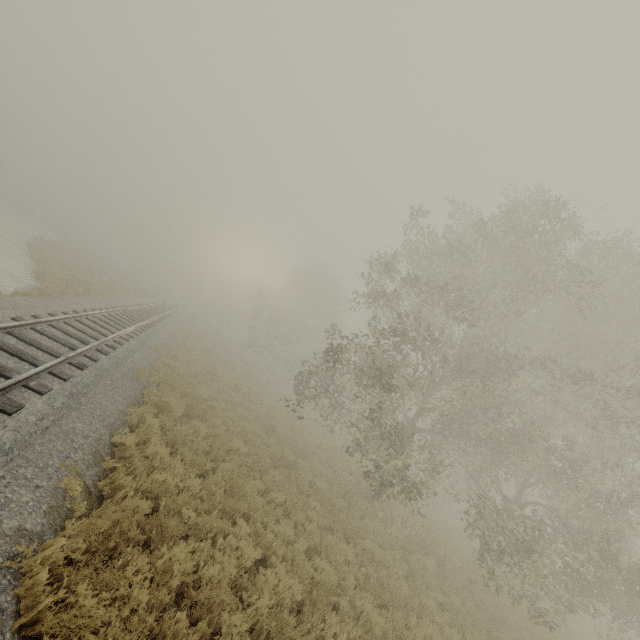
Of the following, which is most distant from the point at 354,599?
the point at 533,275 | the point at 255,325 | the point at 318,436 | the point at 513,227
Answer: the point at 255,325
